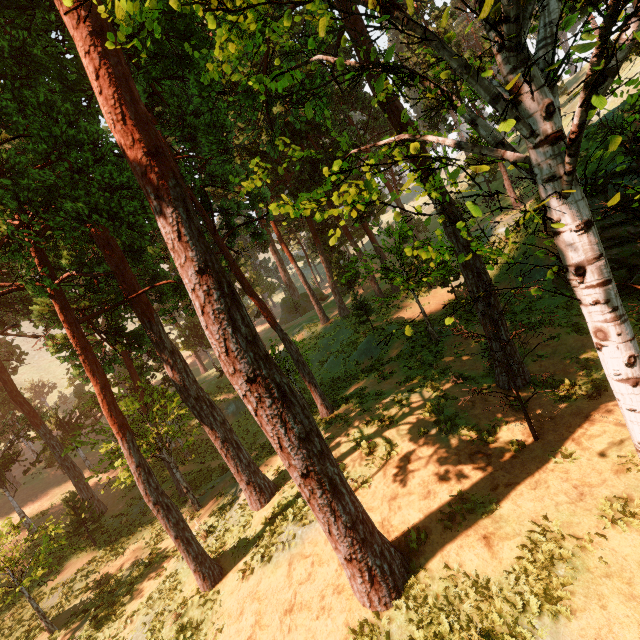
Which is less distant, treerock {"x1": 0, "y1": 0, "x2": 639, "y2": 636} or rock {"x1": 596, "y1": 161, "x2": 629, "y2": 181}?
treerock {"x1": 0, "y1": 0, "x2": 639, "y2": 636}

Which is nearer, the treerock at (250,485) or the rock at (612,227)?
the treerock at (250,485)

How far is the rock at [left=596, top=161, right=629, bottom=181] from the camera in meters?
14.6

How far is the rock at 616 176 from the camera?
14.6m

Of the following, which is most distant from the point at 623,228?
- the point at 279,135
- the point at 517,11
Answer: the point at 279,135

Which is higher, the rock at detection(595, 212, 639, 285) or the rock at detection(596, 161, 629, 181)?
the rock at detection(596, 161, 629, 181)
